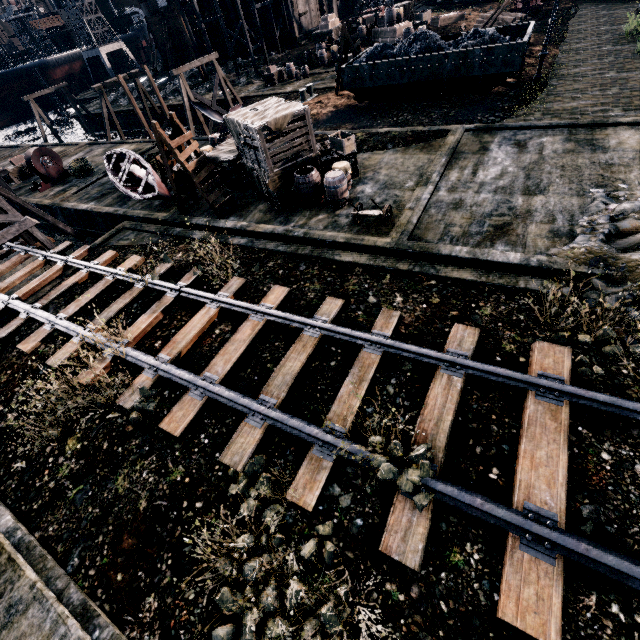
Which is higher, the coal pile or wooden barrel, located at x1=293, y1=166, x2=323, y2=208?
the coal pile

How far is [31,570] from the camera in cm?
605

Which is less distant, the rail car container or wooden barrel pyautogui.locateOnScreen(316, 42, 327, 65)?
the rail car container

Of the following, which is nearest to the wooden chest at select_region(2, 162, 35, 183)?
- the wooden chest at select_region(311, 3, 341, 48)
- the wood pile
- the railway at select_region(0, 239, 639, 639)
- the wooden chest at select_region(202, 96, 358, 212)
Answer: the railway at select_region(0, 239, 639, 639)

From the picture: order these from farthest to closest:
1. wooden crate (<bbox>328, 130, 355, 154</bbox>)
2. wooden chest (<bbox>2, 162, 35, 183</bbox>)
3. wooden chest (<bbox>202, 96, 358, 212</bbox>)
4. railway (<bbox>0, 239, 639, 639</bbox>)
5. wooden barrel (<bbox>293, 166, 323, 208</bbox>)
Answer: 1. wooden chest (<bbox>2, 162, 35, 183</bbox>)
2. wooden crate (<bbox>328, 130, 355, 154</bbox>)
3. wooden barrel (<bbox>293, 166, 323, 208</bbox>)
4. wooden chest (<bbox>202, 96, 358, 212</bbox>)
5. railway (<bbox>0, 239, 639, 639</bbox>)

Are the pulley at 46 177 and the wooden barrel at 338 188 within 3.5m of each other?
no

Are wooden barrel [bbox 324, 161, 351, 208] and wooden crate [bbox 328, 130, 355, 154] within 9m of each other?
yes

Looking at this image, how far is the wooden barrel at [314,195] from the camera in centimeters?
1350cm
